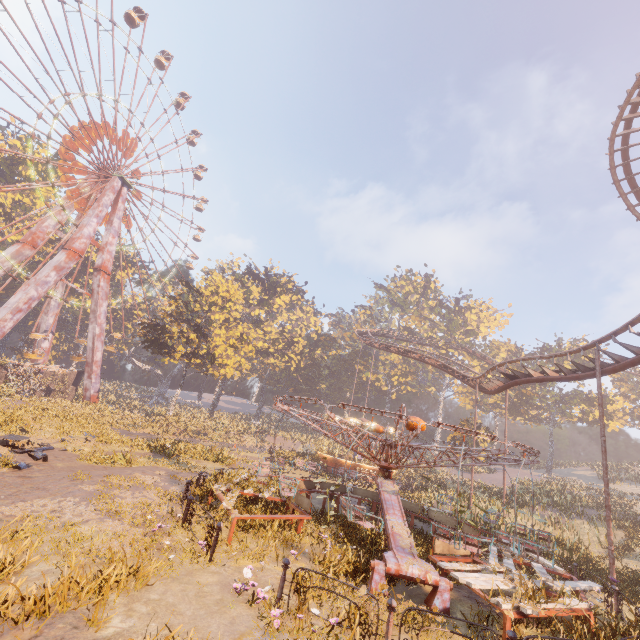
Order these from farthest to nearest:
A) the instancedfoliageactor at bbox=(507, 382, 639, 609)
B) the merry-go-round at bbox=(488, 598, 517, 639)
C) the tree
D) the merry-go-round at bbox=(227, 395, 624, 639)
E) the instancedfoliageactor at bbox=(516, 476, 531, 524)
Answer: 1. the tree
2. the instancedfoliageactor at bbox=(516, 476, 531, 524)
3. the instancedfoliageactor at bbox=(507, 382, 639, 609)
4. the merry-go-round at bbox=(227, 395, 624, 639)
5. the merry-go-round at bbox=(488, 598, 517, 639)

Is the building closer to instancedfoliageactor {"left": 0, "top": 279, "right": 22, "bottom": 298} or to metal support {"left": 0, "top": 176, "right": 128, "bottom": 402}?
instancedfoliageactor {"left": 0, "top": 279, "right": 22, "bottom": 298}

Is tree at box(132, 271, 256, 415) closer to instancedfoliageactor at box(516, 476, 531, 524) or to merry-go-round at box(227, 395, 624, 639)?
instancedfoliageactor at box(516, 476, 531, 524)

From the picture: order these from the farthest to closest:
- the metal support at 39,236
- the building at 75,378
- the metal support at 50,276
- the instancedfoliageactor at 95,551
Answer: the metal support at 39,236, the building at 75,378, the metal support at 50,276, the instancedfoliageactor at 95,551

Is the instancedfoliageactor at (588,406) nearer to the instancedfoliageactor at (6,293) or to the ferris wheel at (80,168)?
the ferris wheel at (80,168)

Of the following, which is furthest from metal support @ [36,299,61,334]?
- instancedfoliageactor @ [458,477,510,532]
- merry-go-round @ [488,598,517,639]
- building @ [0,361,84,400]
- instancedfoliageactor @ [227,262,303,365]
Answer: instancedfoliageactor @ [458,477,510,532]

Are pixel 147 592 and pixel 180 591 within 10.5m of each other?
yes

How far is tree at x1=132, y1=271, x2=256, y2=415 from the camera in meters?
36.1 m
